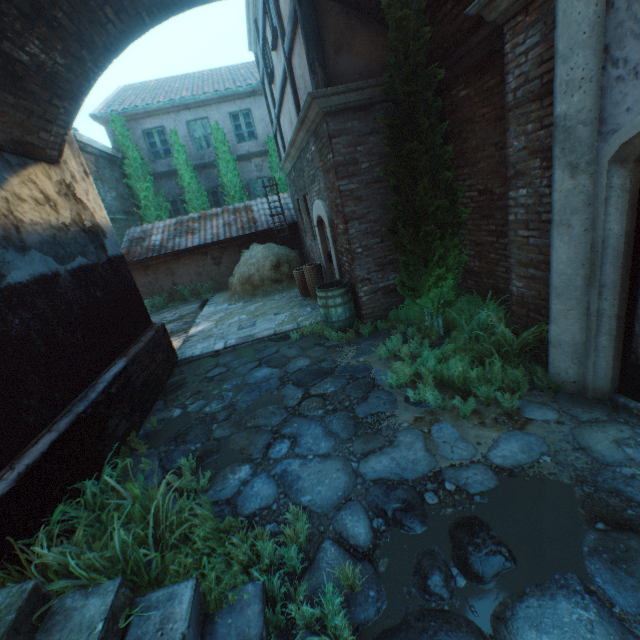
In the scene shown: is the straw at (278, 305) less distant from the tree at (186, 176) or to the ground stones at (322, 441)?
the ground stones at (322, 441)

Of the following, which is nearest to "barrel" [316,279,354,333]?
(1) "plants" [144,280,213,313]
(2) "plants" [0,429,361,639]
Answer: (2) "plants" [0,429,361,639]

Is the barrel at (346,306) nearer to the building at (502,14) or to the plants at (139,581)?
the building at (502,14)

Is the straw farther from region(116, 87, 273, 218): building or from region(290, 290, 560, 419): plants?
A: region(116, 87, 273, 218): building

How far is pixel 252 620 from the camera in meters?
2.0 m

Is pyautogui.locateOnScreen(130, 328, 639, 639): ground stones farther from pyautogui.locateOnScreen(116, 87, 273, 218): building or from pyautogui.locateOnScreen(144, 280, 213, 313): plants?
pyautogui.locateOnScreen(116, 87, 273, 218): building

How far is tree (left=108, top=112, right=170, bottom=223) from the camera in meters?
13.7 m

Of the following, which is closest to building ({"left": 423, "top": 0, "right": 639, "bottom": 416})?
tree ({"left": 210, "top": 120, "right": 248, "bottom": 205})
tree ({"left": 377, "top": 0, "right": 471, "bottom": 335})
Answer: tree ({"left": 377, "top": 0, "right": 471, "bottom": 335})
